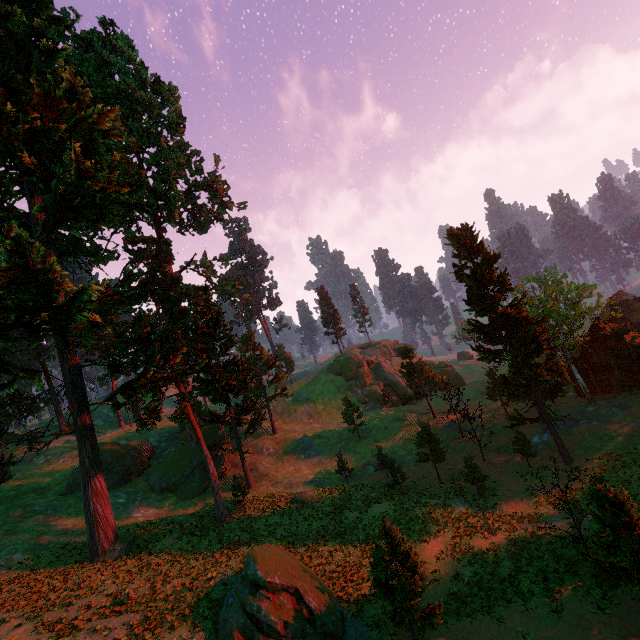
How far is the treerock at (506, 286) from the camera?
28.94m

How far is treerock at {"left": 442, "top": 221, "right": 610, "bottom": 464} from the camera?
28.9m

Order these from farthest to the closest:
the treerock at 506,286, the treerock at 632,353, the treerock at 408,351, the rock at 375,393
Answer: the rock at 375,393 < the treerock at 408,351 < the treerock at 632,353 < the treerock at 506,286

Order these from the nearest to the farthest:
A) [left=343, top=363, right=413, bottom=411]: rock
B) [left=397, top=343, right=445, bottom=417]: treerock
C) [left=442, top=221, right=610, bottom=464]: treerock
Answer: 1. [left=442, top=221, right=610, bottom=464]: treerock
2. [left=397, top=343, right=445, bottom=417]: treerock
3. [left=343, top=363, right=413, bottom=411]: rock

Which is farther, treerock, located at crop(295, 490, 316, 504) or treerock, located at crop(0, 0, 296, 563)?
treerock, located at crop(295, 490, 316, 504)

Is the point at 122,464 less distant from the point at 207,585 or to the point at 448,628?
the point at 207,585

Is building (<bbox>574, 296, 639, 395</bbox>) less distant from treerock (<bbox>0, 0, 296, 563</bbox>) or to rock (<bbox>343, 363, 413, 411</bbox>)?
Answer: treerock (<bbox>0, 0, 296, 563</bbox>)
